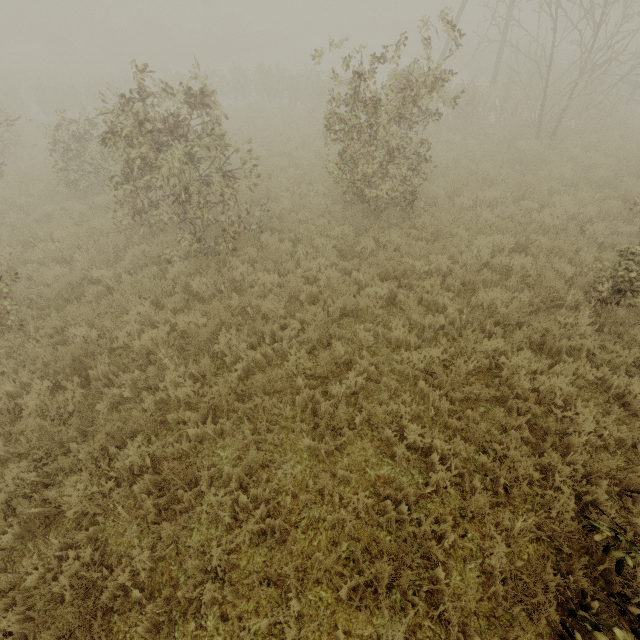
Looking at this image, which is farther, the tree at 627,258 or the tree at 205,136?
the tree at 205,136

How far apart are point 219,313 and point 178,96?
4.58m

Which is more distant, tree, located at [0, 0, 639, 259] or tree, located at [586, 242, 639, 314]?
tree, located at [0, 0, 639, 259]
